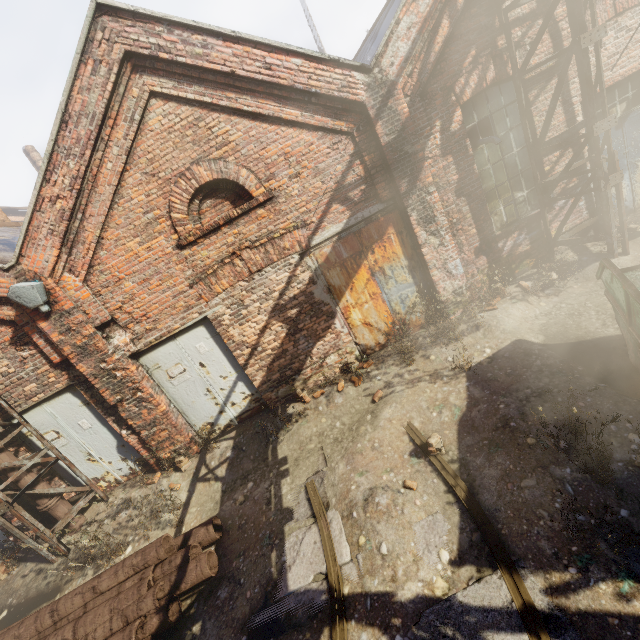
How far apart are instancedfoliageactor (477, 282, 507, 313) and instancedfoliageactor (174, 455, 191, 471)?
7.20m

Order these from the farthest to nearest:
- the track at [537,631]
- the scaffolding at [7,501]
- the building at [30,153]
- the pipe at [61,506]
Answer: the building at [30,153] → the pipe at [61,506] → the scaffolding at [7,501] → the track at [537,631]

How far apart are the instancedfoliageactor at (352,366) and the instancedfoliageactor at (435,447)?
1.9 meters

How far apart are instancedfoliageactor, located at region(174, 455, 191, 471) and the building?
30.28m

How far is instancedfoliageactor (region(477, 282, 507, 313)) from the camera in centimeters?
652cm

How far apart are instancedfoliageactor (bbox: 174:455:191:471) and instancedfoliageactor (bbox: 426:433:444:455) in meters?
4.7

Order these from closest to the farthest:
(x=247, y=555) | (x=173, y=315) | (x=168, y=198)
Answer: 1. (x=247, y=555)
2. (x=168, y=198)
3. (x=173, y=315)

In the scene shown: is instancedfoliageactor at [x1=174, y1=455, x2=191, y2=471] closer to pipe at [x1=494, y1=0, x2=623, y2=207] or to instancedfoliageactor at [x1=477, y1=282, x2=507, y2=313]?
pipe at [x1=494, y1=0, x2=623, y2=207]
